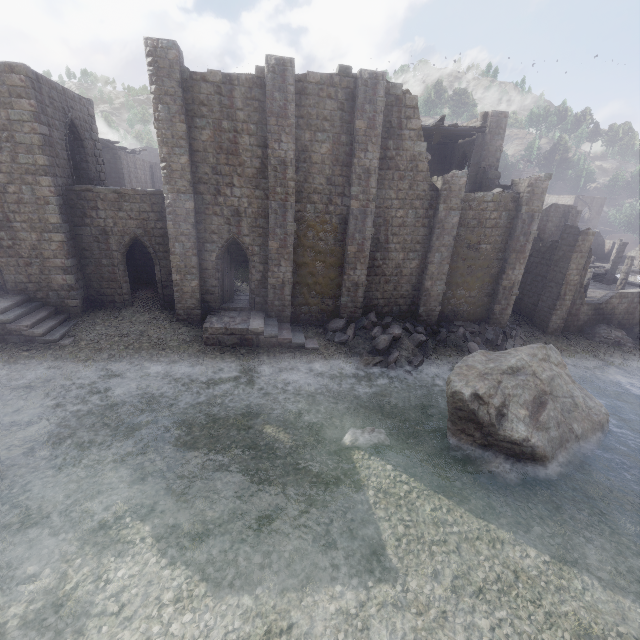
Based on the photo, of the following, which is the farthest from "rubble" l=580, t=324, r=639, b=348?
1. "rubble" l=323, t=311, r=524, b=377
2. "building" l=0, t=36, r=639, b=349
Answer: "rubble" l=323, t=311, r=524, b=377

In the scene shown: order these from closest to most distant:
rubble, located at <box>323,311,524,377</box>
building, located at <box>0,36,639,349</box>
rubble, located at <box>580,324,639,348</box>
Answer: building, located at <box>0,36,639,349</box> → rubble, located at <box>323,311,524,377</box> → rubble, located at <box>580,324,639,348</box>

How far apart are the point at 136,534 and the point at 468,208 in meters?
20.4

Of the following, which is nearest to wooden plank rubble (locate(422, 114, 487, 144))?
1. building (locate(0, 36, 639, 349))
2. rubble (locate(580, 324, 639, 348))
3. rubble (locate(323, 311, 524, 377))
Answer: building (locate(0, 36, 639, 349))

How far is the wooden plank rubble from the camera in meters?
20.4

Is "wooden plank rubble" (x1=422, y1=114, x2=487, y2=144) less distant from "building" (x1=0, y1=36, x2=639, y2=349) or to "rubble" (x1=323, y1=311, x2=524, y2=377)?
"building" (x1=0, y1=36, x2=639, y2=349)

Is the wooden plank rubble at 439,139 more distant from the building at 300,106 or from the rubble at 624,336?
the rubble at 624,336

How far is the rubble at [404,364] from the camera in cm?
1739
